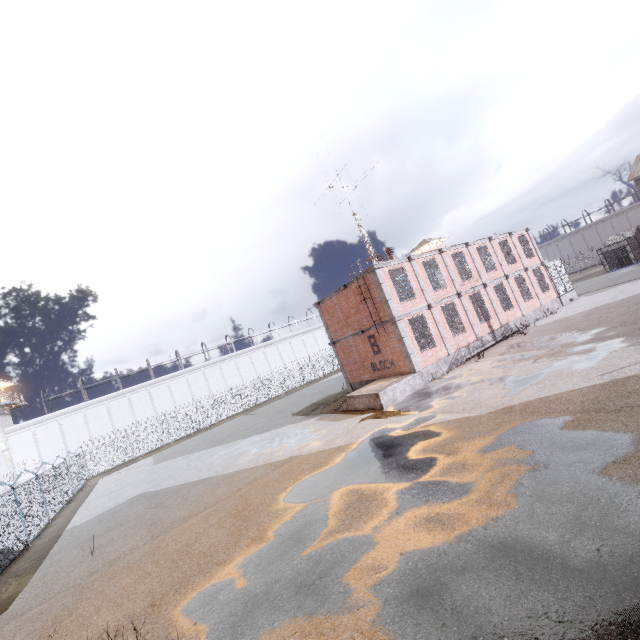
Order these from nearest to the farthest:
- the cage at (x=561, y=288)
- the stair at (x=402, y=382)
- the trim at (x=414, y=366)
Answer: the stair at (x=402, y=382) < the trim at (x=414, y=366) < the cage at (x=561, y=288)

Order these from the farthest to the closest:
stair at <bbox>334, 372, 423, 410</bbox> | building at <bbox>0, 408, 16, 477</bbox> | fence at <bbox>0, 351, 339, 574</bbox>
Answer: building at <bbox>0, 408, 16, 477</bbox> → stair at <bbox>334, 372, 423, 410</bbox> → fence at <bbox>0, 351, 339, 574</bbox>

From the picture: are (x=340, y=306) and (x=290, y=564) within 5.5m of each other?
no

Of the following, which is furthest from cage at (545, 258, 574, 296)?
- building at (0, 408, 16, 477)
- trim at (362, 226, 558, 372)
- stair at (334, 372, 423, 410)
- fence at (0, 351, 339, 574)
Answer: building at (0, 408, 16, 477)

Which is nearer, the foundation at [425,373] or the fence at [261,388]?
the fence at [261,388]

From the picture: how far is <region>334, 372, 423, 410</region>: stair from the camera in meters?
16.0

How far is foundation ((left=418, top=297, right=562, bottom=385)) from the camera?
17.9 meters

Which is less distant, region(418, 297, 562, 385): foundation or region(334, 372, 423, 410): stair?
region(334, 372, 423, 410): stair
